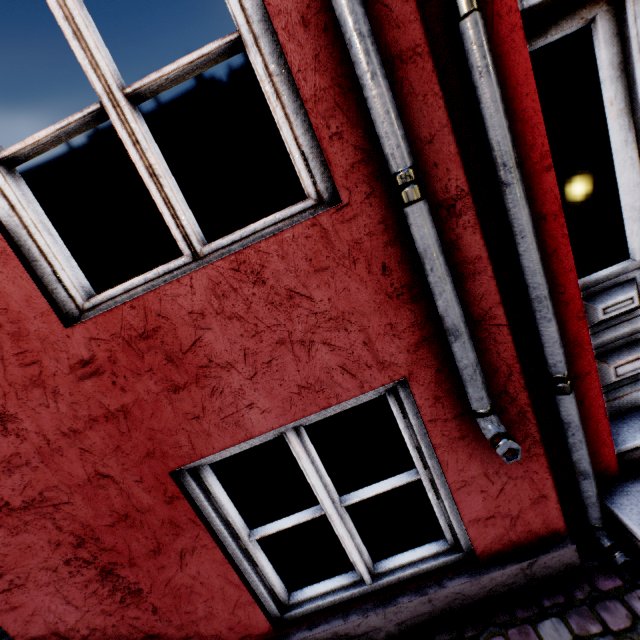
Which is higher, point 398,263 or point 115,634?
point 398,263
